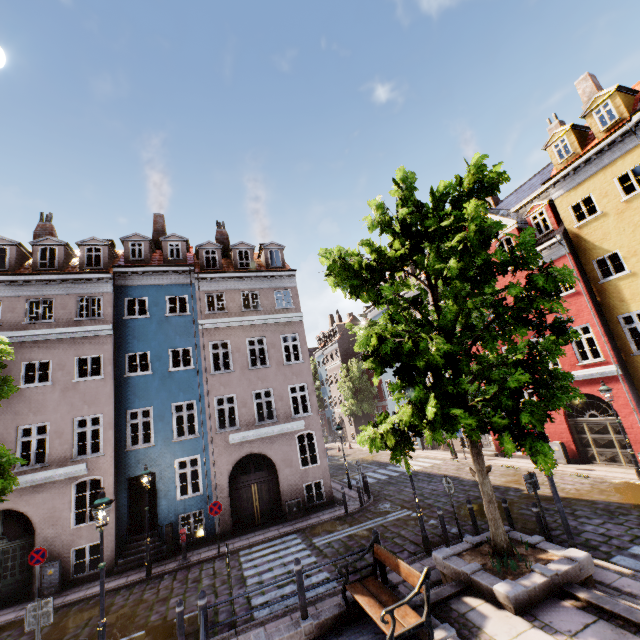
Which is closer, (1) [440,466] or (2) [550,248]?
(2) [550,248]

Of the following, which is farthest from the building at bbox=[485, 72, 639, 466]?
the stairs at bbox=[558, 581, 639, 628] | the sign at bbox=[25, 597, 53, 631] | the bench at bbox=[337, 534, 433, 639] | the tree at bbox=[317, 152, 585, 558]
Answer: the bench at bbox=[337, 534, 433, 639]

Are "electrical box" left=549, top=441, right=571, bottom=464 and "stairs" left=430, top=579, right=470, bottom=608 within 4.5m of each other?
no

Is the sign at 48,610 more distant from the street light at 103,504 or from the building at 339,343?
the building at 339,343

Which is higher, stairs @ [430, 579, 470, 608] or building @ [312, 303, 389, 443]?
building @ [312, 303, 389, 443]

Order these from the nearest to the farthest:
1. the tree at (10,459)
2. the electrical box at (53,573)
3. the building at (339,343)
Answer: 1. the tree at (10,459)
2. the electrical box at (53,573)
3. the building at (339,343)

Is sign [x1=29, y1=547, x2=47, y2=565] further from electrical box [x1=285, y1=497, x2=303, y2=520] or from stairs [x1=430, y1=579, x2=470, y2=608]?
stairs [x1=430, y1=579, x2=470, y2=608]

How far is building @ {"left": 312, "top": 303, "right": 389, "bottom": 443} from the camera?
40.8m
